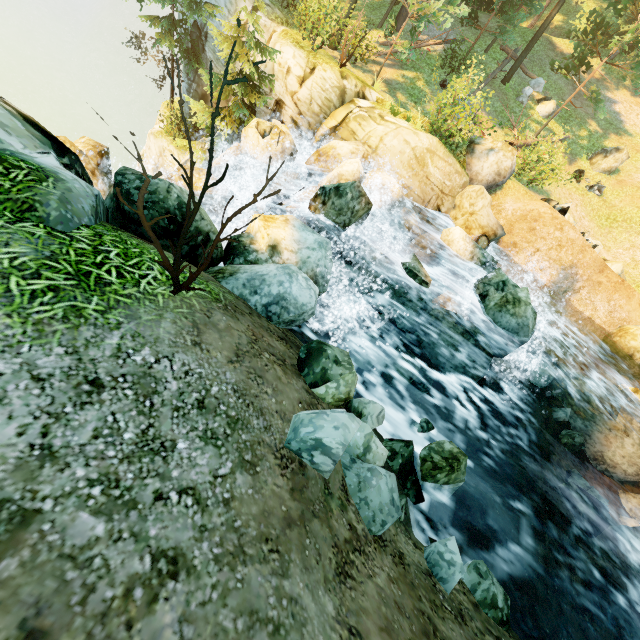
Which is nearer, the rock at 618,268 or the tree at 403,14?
the tree at 403,14

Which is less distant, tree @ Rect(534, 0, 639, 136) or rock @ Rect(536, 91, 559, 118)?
tree @ Rect(534, 0, 639, 136)

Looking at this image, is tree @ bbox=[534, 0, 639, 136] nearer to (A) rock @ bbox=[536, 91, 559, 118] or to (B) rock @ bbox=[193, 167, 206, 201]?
(A) rock @ bbox=[536, 91, 559, 118]

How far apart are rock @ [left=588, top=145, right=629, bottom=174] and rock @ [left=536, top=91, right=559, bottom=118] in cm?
329

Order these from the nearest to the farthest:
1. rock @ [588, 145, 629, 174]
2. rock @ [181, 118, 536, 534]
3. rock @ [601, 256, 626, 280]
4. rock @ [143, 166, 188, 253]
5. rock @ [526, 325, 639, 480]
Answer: rock @ [181, 118, 536, 534]
rock @ [143, 166, 188, 253]
rock @ [526, 325, 639, 480]
rock @ [601, 256, 626, 280]
rock @ [588, 145, 629, 174]

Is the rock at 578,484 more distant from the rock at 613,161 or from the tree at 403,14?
the rock at 613,161

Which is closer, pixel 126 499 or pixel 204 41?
pixel 126 499
